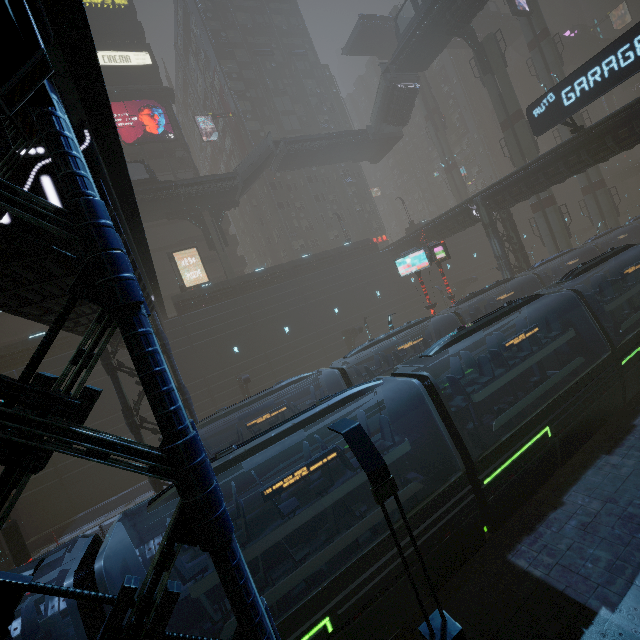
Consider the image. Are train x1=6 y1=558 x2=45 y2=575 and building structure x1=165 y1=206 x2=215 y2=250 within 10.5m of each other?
no

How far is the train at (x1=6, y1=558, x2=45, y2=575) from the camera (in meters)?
5.79

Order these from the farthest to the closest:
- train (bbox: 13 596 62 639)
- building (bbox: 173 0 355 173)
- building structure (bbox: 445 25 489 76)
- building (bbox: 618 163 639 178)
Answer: building (bbox: 618 163 639 178) < building (bbox: 173 0 355 173) < building structure (bbox: 445 25 489 76) < train (bbox: 13 596 62 639)

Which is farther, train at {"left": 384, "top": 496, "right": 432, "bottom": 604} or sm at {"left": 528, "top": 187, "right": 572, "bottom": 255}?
sm at {"left": 528, "top": 187, "right": 572, "bottom": 255}

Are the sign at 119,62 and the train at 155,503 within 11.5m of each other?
no

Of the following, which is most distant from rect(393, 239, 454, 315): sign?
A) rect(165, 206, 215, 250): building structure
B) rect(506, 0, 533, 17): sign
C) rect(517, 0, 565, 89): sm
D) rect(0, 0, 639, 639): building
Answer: rect(506, 0, 533, 17): sign

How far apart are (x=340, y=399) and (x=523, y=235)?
54.53m

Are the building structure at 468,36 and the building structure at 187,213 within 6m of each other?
no
